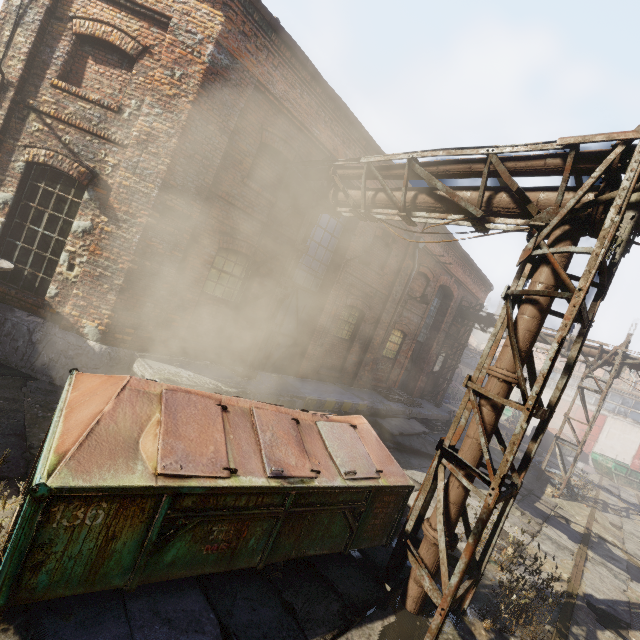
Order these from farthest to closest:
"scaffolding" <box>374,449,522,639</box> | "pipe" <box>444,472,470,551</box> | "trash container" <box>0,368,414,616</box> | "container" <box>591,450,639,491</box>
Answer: "container" <box>591,450,639,491</box> < "pipe" <box>444,472,470,551</box> < "scaffolding" <box>374,449,522,639</box> < "trash container" <box>0,368,414,616</box>

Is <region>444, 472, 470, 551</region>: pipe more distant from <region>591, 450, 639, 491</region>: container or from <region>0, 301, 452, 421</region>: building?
<region>591, 450, 639, 491</region>: container

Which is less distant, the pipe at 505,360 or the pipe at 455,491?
the pipe at 505,360

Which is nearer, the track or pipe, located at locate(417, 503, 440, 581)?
pipe, located at locate(417, 503, 440, 581)

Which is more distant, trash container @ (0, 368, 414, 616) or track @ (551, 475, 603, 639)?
track @ (551, 475, 603, 639)

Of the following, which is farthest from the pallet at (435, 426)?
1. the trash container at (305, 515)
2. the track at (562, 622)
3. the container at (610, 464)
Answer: the container at (610, 464)

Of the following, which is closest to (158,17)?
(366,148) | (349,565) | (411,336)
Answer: (366,148)

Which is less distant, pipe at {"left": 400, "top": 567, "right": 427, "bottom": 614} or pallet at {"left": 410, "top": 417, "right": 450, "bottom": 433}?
pipe at {"left": 400, "top": 567, "right": 427, "bottom": 614}
